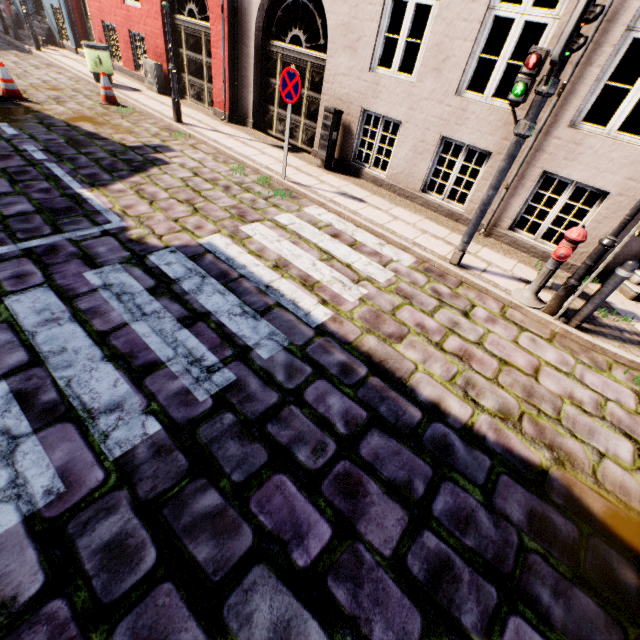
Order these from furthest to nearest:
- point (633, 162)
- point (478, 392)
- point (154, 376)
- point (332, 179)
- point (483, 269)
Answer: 1. point (332, 179)
2. point (483, 269)
3. point (633, 162)
4. point (478, 392)
5. point (154, 376)

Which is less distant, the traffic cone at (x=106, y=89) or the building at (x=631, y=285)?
the building at (x=631, y=285)

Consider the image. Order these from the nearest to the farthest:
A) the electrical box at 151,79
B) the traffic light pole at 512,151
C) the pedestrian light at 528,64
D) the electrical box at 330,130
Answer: the pedestrian light at 528,64, the traffic light pole at 512,151, the electrical box at 330,130, the electrical box at 151,79

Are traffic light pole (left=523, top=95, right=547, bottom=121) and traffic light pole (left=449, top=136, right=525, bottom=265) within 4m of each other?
yes

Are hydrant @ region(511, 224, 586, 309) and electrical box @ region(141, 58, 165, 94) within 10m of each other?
no

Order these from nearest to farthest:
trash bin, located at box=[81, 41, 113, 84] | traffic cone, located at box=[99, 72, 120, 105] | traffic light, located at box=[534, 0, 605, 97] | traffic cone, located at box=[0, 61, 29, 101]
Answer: traffic light, located at box=[534, 0, 605, 97]
traffic cone, located at box=[0, 61, 29, 101]
traffic cone, located at box=[99, 72, 120, 105]
trash bin, located at box=[81, 41, 113, 84]

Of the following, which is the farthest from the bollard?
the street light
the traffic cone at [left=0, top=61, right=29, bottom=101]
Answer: the traffic cone at [left=0, top=61, right=29, bottom=101]

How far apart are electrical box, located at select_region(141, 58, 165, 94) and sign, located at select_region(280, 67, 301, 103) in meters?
7.5 m
